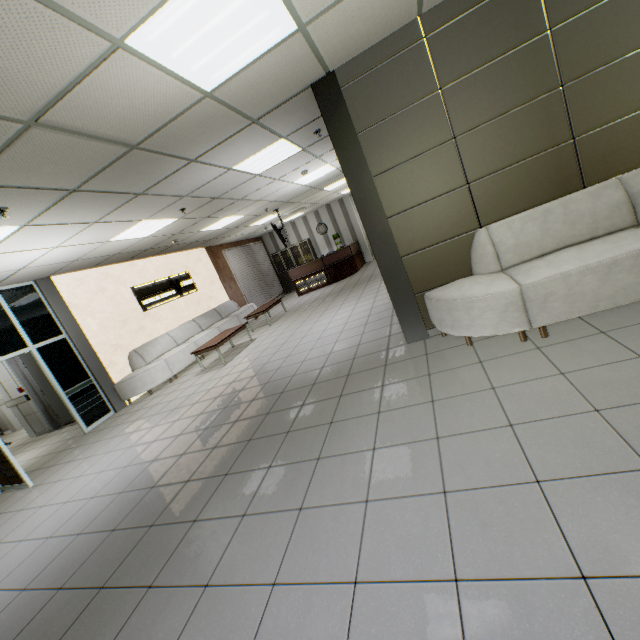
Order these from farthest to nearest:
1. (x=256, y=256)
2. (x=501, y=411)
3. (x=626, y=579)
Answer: (x=256, y=256) < (x=501, y=411) < (x=626, y=579)

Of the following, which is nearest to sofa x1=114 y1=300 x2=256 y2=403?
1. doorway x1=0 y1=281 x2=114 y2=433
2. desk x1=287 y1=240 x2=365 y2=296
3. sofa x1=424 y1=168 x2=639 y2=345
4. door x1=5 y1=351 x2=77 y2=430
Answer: doorway x1=0 y1=281 x2=114 y2=433

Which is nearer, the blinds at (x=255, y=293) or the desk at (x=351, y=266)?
the desk at (x=351, y=266)

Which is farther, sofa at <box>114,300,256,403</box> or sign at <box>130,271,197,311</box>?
sign at <box>130,271,197,311</box>

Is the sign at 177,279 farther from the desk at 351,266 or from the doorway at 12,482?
the desk at 351,266

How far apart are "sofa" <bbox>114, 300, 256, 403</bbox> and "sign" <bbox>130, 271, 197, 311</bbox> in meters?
0.8

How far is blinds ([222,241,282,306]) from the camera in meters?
13.6

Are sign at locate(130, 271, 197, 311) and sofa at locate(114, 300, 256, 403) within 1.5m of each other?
yes
